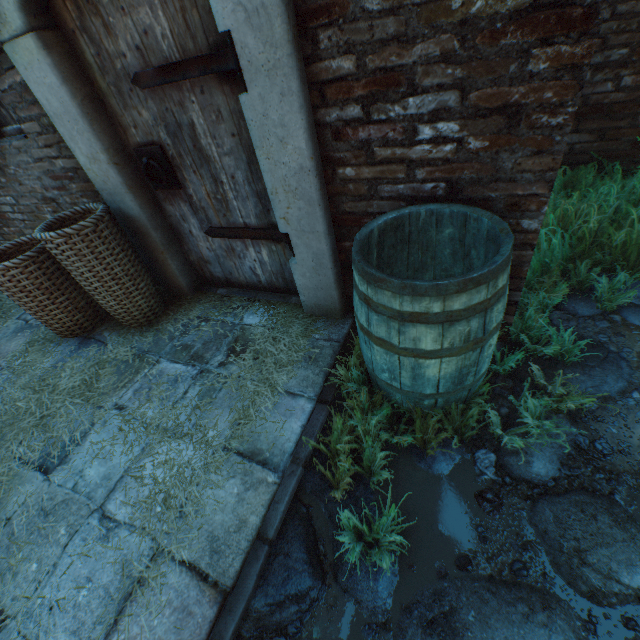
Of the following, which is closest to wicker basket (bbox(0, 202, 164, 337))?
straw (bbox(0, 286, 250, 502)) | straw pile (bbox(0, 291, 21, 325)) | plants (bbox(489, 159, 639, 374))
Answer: straw (bbox(0, 286, 250, 502))

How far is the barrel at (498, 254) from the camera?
1.2m

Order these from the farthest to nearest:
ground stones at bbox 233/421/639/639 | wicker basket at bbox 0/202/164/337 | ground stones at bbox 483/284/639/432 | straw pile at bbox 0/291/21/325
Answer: straw pile at bbox 0/291/21/325, wicker basket at bbox 0/202/164/337, ground stones at bbox 483/284/639/432, ground stones at bbox 233/421/639/639

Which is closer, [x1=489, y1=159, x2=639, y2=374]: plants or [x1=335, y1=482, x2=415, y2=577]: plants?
[x1=335, y1=482, x2=415, y2=577]: plants

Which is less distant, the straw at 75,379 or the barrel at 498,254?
the barrel at 498,254

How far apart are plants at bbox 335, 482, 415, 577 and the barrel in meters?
0.0

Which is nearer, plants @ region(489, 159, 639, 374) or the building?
the building

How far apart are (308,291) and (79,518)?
1.82m
